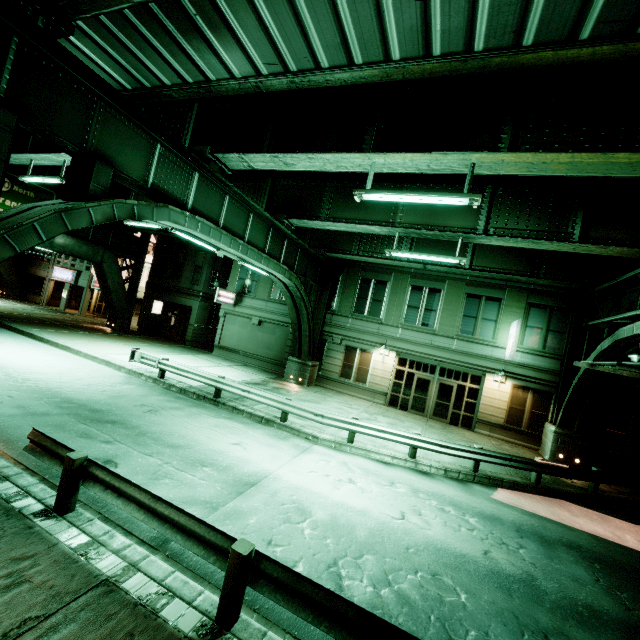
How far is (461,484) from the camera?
11.12m

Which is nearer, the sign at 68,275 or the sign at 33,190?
the sign at 33,190

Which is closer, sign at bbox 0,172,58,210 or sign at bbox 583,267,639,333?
sign at bbox 583,267,639,333

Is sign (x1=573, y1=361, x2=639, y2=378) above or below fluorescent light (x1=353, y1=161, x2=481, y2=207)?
below

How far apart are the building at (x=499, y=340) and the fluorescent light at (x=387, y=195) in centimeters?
1306cm

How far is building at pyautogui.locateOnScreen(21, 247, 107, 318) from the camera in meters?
33.9 m

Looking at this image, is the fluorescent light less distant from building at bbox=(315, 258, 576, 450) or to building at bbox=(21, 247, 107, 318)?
building at bbox=(315, 258, 576, 450)

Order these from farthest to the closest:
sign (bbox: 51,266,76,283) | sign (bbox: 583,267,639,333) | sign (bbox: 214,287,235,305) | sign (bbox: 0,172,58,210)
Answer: sign (bbox: 51,266,76,283)
sign (bbox: 214,287,235,305)
sign (bbox: 0,172,58,210)
sign (bbox: 583,267,639,333)
